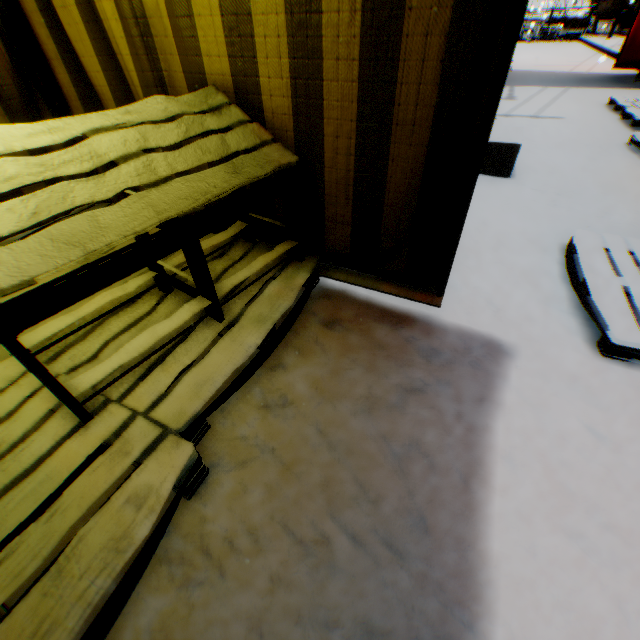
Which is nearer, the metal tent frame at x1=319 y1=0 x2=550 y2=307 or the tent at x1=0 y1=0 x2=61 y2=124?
the metal tent frame at x1=319 y1=0 x2=550 y2=307

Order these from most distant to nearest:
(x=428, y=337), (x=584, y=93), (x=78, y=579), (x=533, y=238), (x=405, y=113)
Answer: (x=584, y=93) → (x=533, y=238) → (x=428, y=337) → (x=405, y=113) → (x=78, y=579)

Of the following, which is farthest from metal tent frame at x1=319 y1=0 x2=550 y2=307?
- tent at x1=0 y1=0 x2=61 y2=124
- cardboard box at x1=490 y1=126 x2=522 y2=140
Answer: cardboard box at x1=490 y1=126 x2=522 y2=140

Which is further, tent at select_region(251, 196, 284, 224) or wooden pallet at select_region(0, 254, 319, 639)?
tent at select_region(251, 196, 284, 224)

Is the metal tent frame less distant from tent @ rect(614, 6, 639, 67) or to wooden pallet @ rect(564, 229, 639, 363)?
tent @ rect(614, 6, 639, 67)

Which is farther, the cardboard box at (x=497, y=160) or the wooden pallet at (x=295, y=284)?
the cardboard box at (x=497, y=160)

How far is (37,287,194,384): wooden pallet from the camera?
1.3 meters

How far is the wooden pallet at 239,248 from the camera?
1.8 meters
